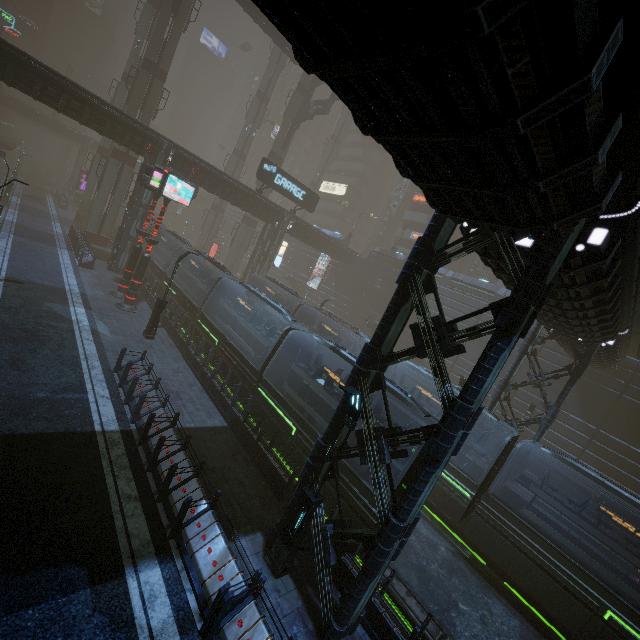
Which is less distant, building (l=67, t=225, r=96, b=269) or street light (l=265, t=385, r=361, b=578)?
street light (l=265, t=385, r=361, b=578)

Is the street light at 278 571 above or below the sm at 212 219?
below

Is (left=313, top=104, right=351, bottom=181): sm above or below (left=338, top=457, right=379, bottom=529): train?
above

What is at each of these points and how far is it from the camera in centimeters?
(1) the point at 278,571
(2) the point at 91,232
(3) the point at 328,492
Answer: (1) street light, 850cm
(2) sm, 3378cm
(3) train, 1177cm

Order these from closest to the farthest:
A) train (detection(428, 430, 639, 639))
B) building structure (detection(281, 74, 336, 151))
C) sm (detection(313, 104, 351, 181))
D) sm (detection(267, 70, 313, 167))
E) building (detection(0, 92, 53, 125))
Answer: train (detection(428, 430, 639, 639)) → building structure (detection(281, 74, 336, 151)) → sm (detection(267, 70, 313, 167)) → building (detection(0, 92, 53, 125)) → sm (detection(313, 104, 351, 181))

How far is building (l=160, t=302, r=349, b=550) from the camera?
8.8m

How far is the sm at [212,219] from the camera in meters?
50.8
